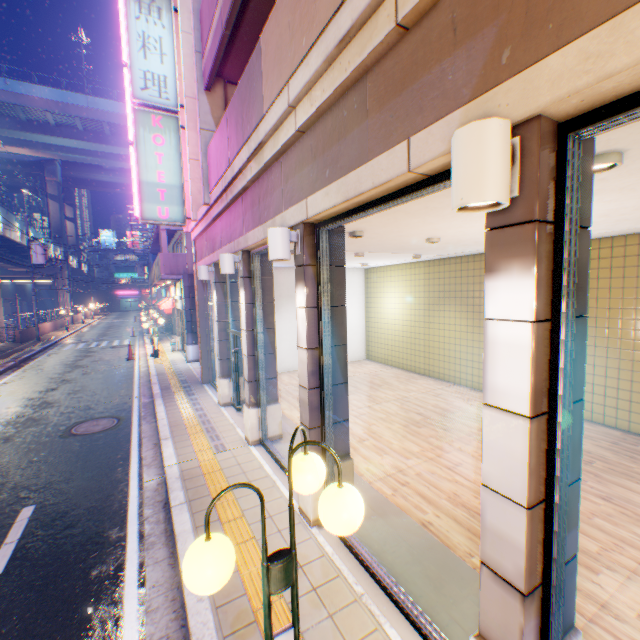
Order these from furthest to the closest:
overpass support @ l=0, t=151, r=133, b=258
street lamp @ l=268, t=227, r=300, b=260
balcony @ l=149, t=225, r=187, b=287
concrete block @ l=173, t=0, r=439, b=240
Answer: overpass support @ l=0, t=151, r=133, b=258 < balcony @ l=149, t=225, r=187, b=287 < street lamp @ l=268, t=227, r=300, b=260 < concrete block @ l=173, t=0, r=439, b=240

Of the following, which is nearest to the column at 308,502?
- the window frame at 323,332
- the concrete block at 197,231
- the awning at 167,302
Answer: the window frame at 323,332

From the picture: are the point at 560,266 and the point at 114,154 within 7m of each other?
no

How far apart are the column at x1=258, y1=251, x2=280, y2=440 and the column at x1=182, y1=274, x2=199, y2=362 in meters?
9.8 m

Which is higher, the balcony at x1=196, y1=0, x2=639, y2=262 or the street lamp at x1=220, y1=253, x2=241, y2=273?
the balcony at x1=196, y1=0, x2=639, y2=262

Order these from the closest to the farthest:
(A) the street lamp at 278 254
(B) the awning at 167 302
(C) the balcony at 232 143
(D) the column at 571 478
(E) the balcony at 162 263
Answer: (D) the column at 571 478, (C) the balcony at 232 143, (A) the street lamp at 278 254, (E) the balcony at 162 263, (B) the awning at 167 302

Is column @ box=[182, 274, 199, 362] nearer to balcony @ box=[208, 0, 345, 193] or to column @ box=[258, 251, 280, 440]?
balcony @ box=[208, 0, 345, 193]

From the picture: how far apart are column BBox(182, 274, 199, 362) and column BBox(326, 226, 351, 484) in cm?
1267
